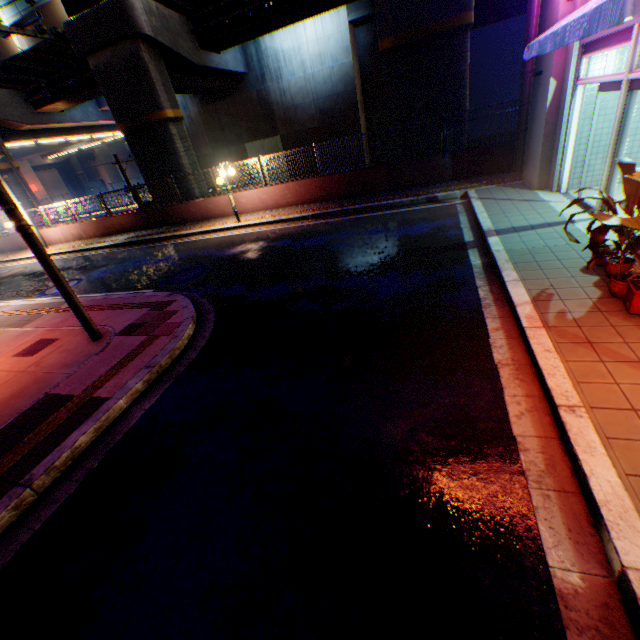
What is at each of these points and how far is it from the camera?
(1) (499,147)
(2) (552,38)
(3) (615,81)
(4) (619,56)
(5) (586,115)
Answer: (1) concrete block, 11.6 meters
(2) awning, 6.0 meters
(3) door, 5.8 meters
(4) building, 7.1 meters
(5) building, 7.8 meters

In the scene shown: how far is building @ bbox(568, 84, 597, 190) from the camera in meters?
7.5

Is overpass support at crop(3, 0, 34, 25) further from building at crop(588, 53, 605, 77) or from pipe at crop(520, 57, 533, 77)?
pipe at crop(520, 57, 533, 77)

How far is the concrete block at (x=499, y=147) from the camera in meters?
11.9

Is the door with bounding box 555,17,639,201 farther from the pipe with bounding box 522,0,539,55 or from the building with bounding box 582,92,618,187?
the pipe with bounding box 522,0,539,55

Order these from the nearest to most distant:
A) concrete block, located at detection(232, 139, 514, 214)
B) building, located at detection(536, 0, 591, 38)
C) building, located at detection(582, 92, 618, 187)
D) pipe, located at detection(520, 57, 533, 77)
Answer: building, located at detection(536, 0, 591, 38), building, located at detection(582, 92, 618, 187), pipe, located at detection(520, 57, 533, 77), concrete block, located at detection(232, 139, 514, 214)

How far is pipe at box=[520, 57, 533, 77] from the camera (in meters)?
8.41

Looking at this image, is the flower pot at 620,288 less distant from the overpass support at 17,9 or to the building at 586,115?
the building at 586,115
